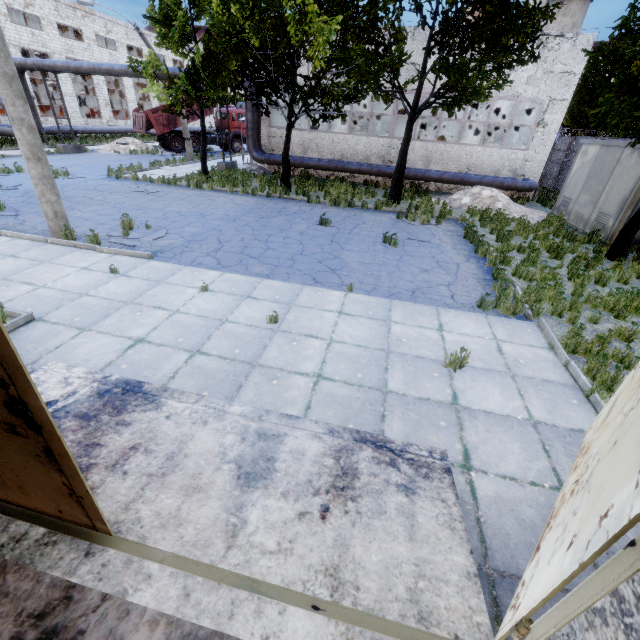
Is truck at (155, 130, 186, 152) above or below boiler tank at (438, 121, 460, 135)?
below

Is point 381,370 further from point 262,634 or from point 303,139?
point 303,139

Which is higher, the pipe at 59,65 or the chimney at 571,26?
the chimney at 571,26

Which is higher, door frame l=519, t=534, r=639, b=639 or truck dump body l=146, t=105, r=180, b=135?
truck dump body l=146, t=105, r=180, b=135

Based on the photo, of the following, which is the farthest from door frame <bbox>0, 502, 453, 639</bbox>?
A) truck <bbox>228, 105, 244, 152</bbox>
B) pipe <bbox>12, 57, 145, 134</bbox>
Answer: truck <bbox>228, 105, 244, 152</bbox>

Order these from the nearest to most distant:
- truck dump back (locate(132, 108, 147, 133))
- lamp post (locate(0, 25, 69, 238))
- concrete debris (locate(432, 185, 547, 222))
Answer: lamp post (locate(0, 25, 69, 238)) < concrete debris (locate(432, 185, 547, 222)) < truck dump back (locate(132, 108, 147, 133))

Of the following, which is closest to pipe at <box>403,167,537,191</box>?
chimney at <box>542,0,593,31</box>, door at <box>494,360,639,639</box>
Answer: chimney at <box>542,0,593,31</box>

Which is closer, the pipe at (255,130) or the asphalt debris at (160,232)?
the asphalt debris at (160,232)
